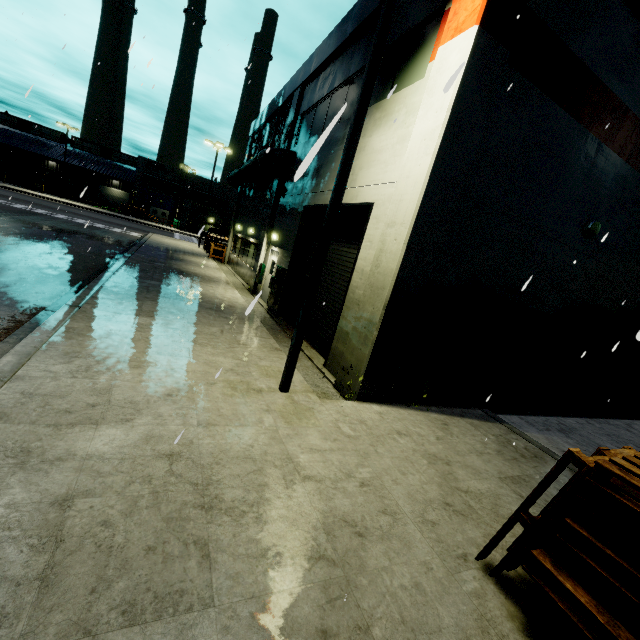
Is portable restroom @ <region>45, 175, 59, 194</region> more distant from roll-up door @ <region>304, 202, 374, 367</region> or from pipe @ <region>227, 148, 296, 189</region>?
roll-up door @ <region>304, 202, 374, 367</region>

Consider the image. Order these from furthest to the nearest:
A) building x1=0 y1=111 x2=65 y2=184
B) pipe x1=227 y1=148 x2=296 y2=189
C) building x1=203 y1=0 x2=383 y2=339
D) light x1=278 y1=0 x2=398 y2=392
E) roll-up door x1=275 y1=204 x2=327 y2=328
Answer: building x1=0 y1=111 x2=65 y2=184 → pipe x1=227 y1=148 x2=296 y2=189 → roll-up door x1=275 y1=204 x2=327 y2=328 → building x1=203 y1=0 x2=383 y2=339 → light x1=278 y1=0 x2=398 y2=392

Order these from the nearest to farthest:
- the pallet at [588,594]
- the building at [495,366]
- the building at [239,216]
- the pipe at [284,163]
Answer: the pallet at [588,594], the building at [495,366], the building at [239,216], the pipe at [284,163]

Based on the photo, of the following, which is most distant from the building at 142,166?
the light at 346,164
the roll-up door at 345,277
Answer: the light at 346,164

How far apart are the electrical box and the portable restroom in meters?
60.0

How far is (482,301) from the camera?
8.12m

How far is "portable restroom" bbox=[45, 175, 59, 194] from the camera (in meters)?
52.03

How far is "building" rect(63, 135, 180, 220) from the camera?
54.8m
